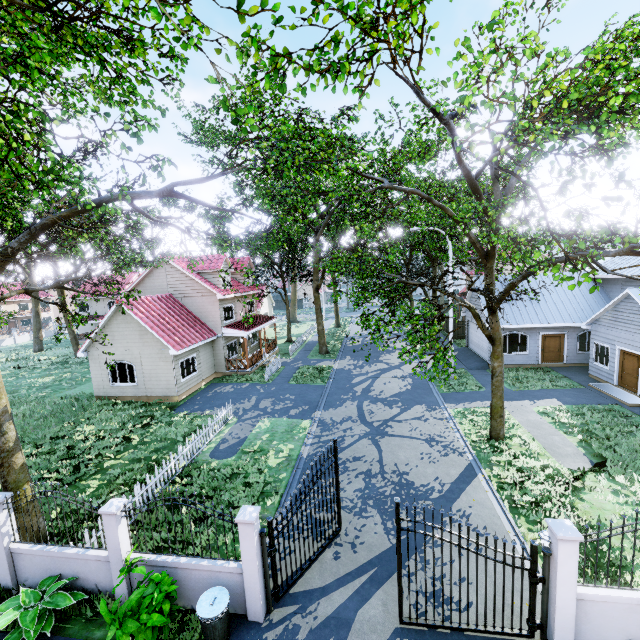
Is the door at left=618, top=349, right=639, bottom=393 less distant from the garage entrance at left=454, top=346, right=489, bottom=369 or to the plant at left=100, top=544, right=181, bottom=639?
the garage entrance at left=454, top=346, right=489, bottom=369

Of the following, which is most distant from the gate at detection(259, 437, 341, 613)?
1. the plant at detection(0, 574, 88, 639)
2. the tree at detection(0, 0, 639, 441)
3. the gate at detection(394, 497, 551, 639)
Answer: the plant at detection(0, 574, 88, 639)

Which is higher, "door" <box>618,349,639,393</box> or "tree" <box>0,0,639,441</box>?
"tree" <box>0,0,639,441</box>

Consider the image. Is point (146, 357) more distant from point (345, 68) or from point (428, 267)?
point (345, 68)

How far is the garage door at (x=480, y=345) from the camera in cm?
2358

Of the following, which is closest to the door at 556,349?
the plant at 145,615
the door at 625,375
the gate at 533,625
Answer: the door at 625,375

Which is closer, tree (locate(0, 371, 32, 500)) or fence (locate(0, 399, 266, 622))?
fence (locate(0, 399, 266, 622))

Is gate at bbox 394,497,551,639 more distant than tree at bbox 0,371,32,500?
No
